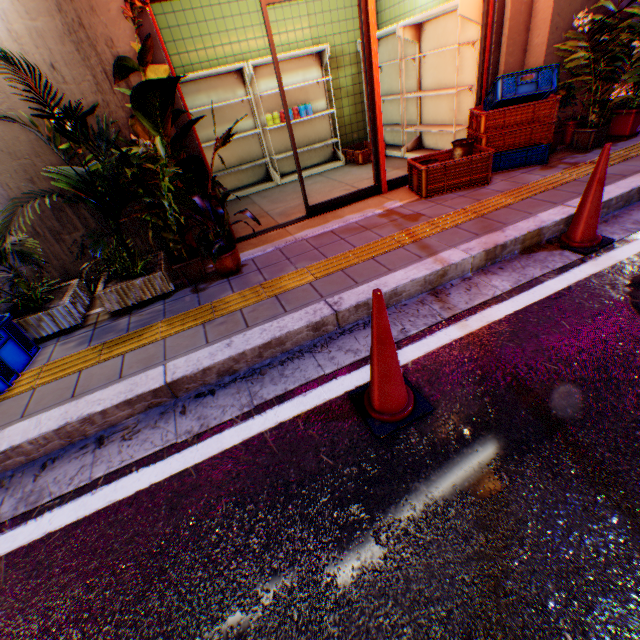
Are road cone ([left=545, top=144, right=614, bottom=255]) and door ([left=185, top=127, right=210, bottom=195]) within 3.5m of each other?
yes

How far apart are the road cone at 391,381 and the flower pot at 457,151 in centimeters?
360cm

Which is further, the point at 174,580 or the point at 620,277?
the point at 620,277

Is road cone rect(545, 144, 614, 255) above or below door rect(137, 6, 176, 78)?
below

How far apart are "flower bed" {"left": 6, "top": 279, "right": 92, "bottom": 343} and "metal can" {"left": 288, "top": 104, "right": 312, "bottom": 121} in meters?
4.4 m

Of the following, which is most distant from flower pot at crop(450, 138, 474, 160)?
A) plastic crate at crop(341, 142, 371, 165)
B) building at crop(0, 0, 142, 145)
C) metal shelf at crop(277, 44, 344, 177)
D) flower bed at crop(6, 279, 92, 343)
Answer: flower bed at crop(6, 279, 92, 343)

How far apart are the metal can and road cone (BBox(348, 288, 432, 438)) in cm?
571

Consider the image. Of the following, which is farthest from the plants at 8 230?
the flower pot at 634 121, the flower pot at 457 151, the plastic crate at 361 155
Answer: the flower pot at 634 121
